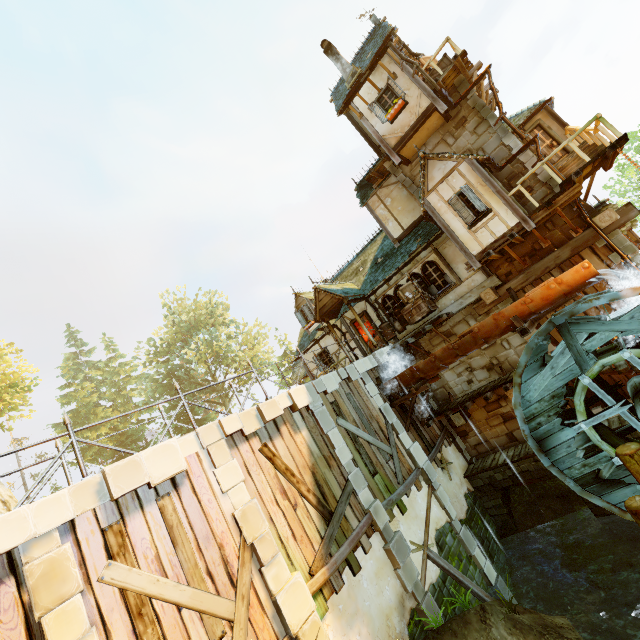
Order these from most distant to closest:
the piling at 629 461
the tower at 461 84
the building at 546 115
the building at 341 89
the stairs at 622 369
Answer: → the building at 341 89, the building at 546 115, the tower at 461 84, the stairs at 622 369, the piling at 629 461

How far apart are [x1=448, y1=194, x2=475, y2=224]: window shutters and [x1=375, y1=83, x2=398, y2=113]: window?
4.34m

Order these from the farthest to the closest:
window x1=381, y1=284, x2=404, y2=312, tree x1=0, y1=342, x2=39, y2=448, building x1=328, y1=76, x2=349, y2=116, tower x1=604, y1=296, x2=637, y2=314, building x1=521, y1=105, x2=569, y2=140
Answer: tree x1=0, y1=342, x2=39, y2=448
building x1=328, y1=76, x2=349, y2=116
window x1=381, y1=284, x2=404, y2=312
building x1=521, y1=105, x2=569, y2=140
tower x1=604, y1=296, x2=637, y2=314

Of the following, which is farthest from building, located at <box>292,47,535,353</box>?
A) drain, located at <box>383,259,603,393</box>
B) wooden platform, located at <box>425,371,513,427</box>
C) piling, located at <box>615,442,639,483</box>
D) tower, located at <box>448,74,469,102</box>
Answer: piling, located at <box>615,442,639,483</box>

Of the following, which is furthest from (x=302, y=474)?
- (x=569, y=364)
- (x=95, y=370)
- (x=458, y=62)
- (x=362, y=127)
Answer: (x=95, y=370)

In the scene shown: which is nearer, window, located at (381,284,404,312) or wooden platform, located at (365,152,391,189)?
wooden platform, located at (365,152,391,189)

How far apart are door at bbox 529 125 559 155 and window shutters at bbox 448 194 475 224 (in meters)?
6.56

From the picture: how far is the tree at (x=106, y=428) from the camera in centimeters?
3344cm
